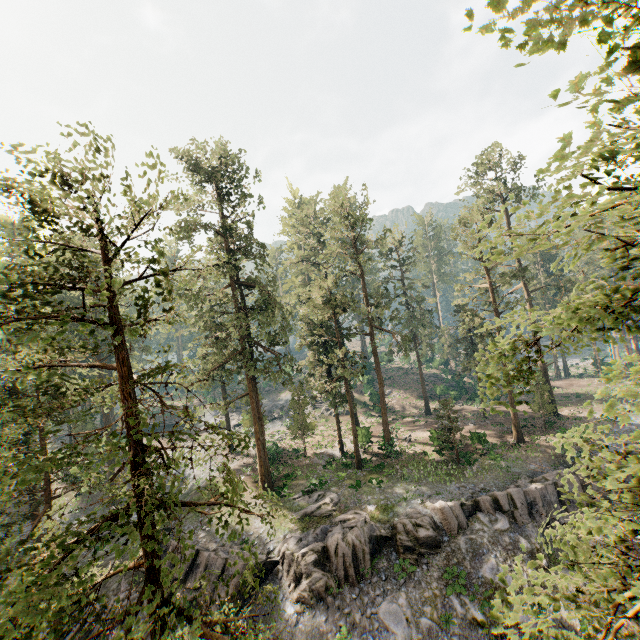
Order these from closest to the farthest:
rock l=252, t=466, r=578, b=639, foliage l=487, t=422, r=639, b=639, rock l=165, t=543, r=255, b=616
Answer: foliage l=487, t=422, r=639, b=639 < rock l=252, t=466, r=578, b=639 < rock l=165, t=543, r=255, b=616

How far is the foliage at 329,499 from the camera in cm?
2425

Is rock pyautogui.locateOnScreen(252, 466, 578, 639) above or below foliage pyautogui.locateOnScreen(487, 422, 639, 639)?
below

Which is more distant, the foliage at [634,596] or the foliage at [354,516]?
the foliage at [354,516]

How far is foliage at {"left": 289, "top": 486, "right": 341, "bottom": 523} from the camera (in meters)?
24.25

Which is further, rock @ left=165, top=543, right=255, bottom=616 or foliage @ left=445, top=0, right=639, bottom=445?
rock @ left=165, top=543, right=255, bottom=616

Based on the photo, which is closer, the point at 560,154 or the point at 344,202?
the point at 560,154
